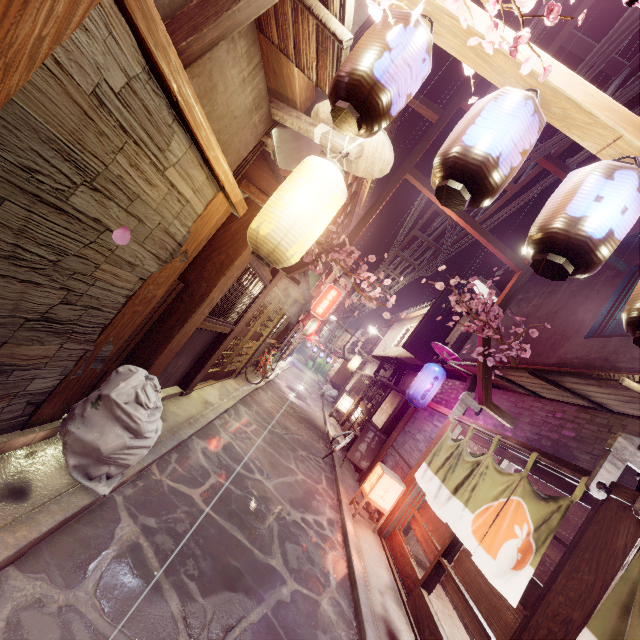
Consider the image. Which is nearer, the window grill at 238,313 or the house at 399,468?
the window grill at 238,313

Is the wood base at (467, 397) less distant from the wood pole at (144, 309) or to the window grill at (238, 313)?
the window grill at (238, 313)

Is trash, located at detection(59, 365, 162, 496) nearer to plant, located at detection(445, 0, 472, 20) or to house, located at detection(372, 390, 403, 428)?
plant, located at detection(445, 0, 472, 20)

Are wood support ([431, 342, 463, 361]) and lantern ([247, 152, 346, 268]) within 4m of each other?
no

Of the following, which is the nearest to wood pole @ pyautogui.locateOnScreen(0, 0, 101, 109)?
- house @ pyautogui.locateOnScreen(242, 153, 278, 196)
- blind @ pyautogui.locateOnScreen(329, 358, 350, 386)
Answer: house @ pyautogui.locateOnScreen(242, 153, 278, 196)

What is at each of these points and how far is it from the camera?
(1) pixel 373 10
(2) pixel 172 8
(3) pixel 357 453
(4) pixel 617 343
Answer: (1) plant, 3.50m
(2) house, 3.35m
(3) sign, 16.92m
(4) house, 8.54m

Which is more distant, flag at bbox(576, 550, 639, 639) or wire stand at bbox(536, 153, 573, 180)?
wire stand at bbox(536, 153, 573, 180)

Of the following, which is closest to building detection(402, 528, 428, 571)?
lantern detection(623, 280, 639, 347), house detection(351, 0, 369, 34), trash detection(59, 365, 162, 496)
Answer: trash detection(59, 365, 162, 496)
